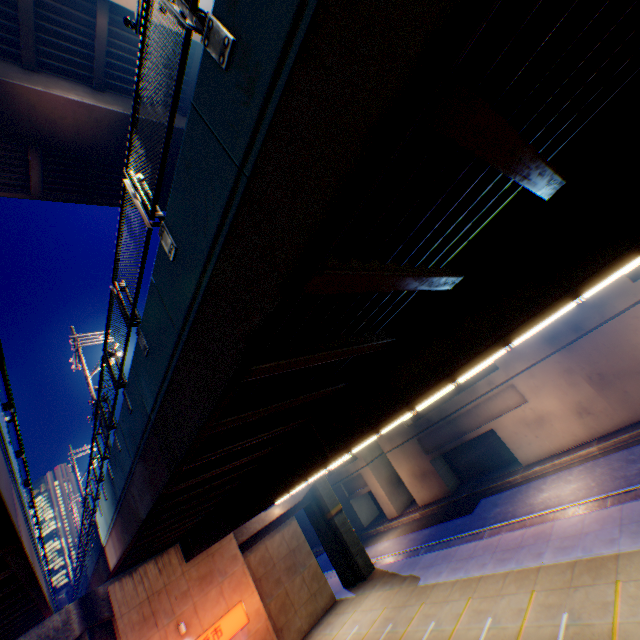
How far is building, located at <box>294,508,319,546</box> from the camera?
47.6 meters

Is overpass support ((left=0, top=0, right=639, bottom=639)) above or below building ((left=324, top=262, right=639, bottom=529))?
above

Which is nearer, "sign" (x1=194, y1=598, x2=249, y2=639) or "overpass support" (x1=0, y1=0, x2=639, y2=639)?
"overpass support" (x1=0, y1=0, x2=639, y2=639)

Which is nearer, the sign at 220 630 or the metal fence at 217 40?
the metal fence at 217 40

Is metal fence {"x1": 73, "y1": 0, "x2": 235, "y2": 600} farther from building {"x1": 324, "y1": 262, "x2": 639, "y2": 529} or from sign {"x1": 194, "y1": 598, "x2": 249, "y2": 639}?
building {"x1": 324, "y1": 262, "x2": 639, "y2": 529}

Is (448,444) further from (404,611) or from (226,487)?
(226,487)

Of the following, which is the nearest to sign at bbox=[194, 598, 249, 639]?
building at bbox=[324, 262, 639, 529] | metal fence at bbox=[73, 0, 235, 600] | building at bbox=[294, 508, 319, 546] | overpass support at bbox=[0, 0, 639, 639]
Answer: metal fence at bbox=[73, 0, 235, 600]

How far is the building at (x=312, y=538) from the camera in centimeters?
4759cm
